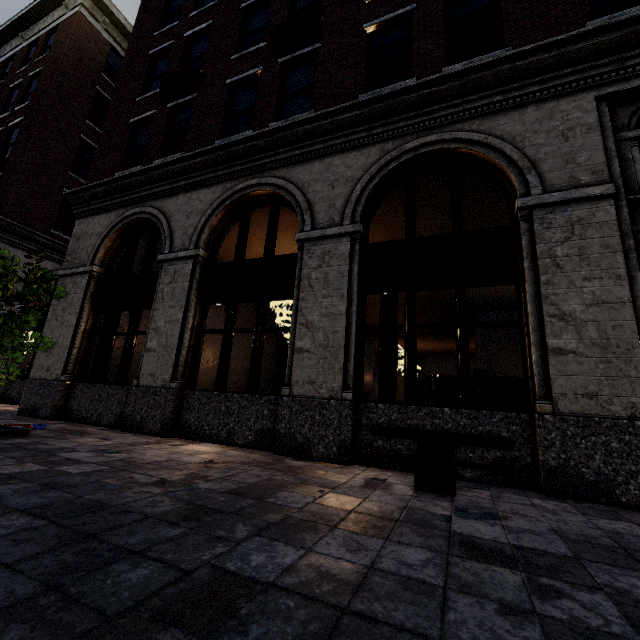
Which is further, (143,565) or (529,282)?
(529,282)

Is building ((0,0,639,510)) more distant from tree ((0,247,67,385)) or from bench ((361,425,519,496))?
tree ((0,247,67,385))

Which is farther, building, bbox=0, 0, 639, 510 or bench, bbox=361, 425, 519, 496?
building, bbox=0, 0, 639, 510

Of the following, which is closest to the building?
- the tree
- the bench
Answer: the bench

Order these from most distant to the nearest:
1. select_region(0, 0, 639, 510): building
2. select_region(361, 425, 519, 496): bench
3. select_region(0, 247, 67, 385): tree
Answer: select_region(0, 247, 67, 385): tree < select_region(0, 0, 639, 510): building < select_region(361, 425, 519, 496): bench

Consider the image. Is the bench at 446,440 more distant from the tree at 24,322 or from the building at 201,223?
the tree at 24,322

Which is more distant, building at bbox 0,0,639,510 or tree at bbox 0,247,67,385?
tree at bbox 0,247,67,385

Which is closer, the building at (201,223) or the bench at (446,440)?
the bench at (446,440)
